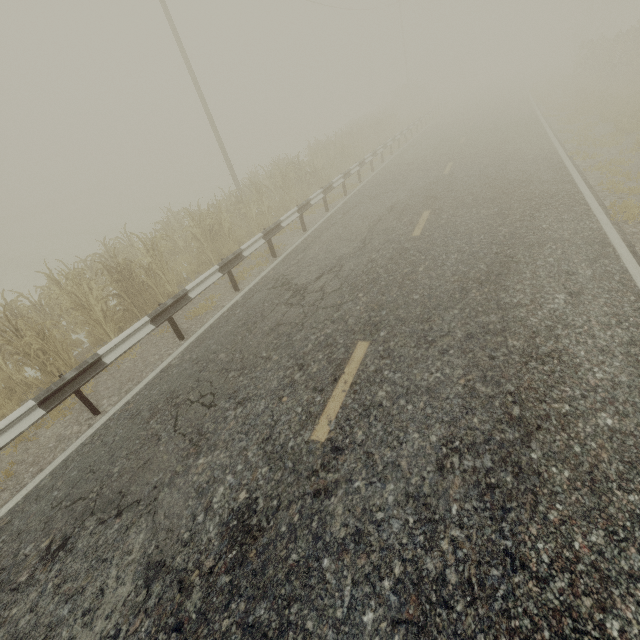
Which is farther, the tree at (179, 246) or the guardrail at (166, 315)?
the tree at (179, 246)

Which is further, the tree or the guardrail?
the tree

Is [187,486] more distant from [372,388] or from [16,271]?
[16,271]
